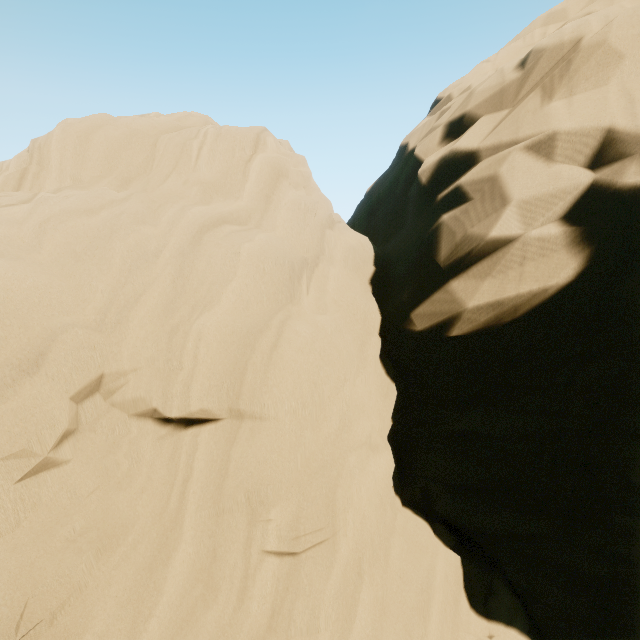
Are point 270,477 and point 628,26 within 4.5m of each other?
no
